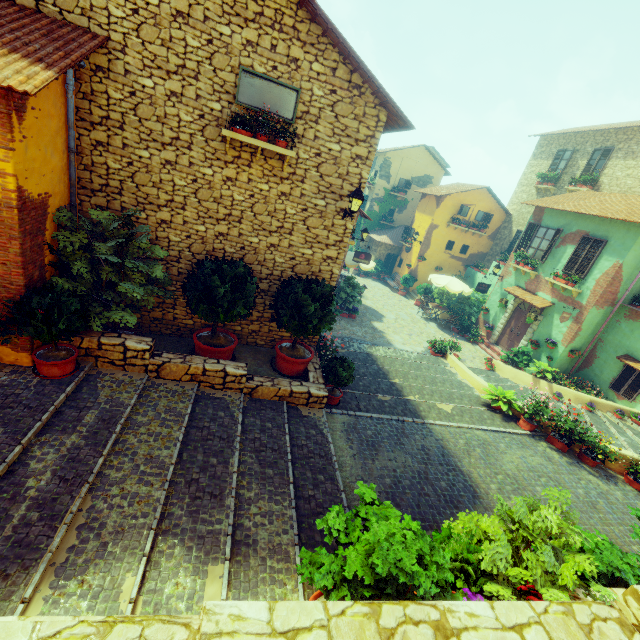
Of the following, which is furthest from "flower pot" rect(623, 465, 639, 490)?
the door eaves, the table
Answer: the table

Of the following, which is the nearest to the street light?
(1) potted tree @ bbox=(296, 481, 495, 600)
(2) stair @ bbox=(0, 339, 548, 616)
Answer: (2) stair @ bbox=(0, 339, 548, 616)

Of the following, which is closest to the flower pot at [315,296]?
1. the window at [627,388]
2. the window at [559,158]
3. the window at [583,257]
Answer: the window at [583,257]

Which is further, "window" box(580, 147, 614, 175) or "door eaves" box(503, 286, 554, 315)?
"window" box(580, 147, 614, 175)

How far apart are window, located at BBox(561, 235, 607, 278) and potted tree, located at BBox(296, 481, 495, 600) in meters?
13.9

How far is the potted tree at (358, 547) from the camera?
3.1 meters

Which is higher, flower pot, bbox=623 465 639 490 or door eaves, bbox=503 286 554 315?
door eaves, bbox=503 286 554 315

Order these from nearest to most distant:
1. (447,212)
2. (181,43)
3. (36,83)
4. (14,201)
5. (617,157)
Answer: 1. (36,83)
2. (14,201)
3. (181,43)
4. (617,157)
5. (447,212)
